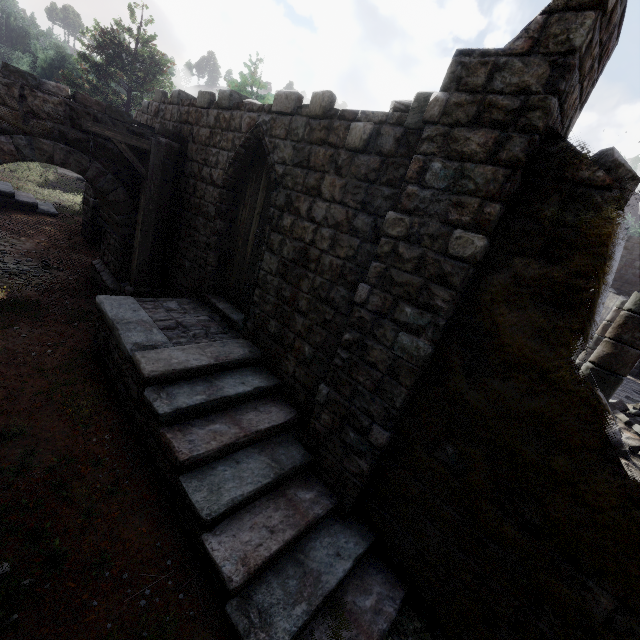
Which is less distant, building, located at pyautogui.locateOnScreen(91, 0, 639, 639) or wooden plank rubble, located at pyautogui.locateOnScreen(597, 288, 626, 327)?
building, located at pyautogui.locateOnScreen(91, 0, 639, 639)

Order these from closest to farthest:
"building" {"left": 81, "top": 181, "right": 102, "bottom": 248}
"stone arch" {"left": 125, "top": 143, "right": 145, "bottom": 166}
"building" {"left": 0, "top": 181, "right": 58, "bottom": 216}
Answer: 1. "stone arch" {"left": 125, "top": 143, "right": 145, "bottom": 166}
2. "building" {"left": 81, "top": 181, "right": 102, "bottom": 248}
3. "building" {"left": 0, "top": 181, "right": 58, "bottom": 216}

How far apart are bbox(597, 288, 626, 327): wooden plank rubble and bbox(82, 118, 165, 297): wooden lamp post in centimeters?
1548cm

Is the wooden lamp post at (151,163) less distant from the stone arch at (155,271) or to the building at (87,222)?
the stone arch at (155,271)

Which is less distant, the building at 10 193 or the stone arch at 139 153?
the stone arch at 139 153

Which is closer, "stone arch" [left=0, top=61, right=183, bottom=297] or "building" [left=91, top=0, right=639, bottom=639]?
"building" [left=91, top=0, right=639, bottom=639]

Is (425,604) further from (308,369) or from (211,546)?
(308,369)

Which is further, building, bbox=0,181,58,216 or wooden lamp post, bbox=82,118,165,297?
building, bbox=0,181,58,216
